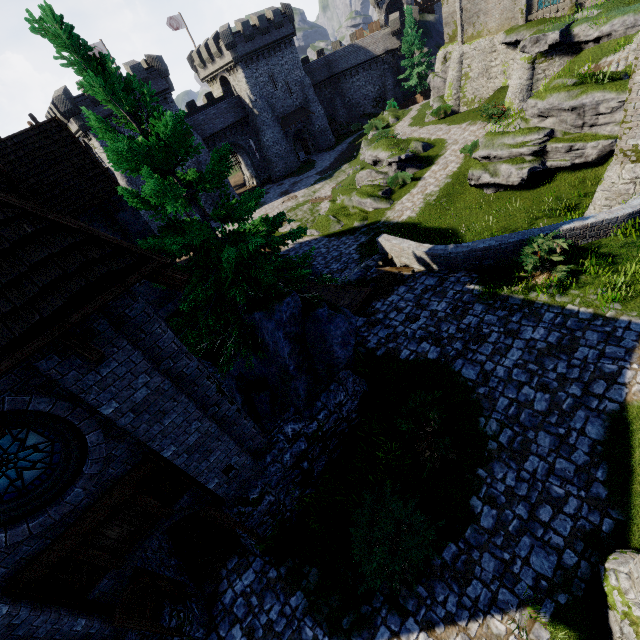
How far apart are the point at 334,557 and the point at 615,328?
8.80m

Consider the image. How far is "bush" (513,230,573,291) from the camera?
9.1 meters

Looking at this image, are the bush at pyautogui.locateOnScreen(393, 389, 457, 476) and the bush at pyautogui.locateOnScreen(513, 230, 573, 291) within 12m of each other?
yes

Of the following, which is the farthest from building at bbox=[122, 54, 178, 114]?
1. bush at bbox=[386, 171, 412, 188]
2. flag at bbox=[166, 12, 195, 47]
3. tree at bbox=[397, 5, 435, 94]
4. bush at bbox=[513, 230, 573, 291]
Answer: bush at bbox=[513, 230, 573, 291]

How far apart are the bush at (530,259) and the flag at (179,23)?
53.2 meters

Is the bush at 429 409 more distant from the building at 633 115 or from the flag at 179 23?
the flag at 179 23

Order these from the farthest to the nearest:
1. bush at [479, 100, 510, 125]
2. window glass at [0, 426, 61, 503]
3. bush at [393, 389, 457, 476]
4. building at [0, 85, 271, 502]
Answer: bush at [479, 100, 510, 125] < bush at [393, 389, 457, 476] < window glass at [0, 426, 61, 503] < building at [0, 85, 271, 502]

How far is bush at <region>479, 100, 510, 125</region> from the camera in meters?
22.8
